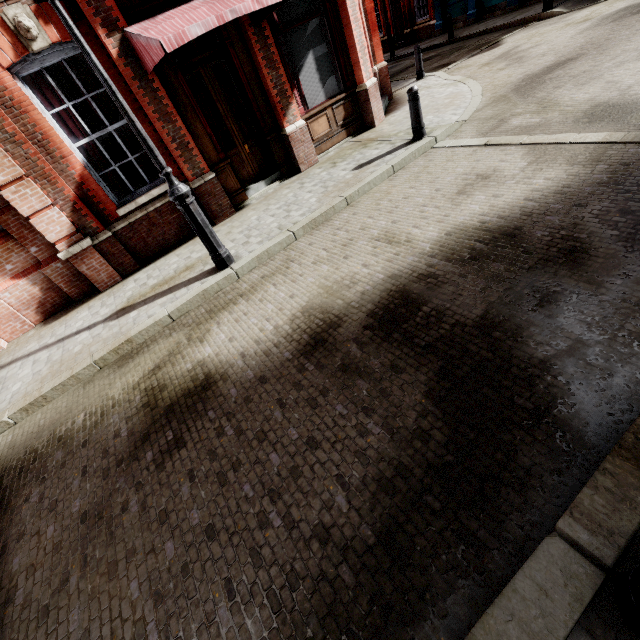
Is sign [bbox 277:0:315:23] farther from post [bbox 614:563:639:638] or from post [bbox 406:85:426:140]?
post [bbox 614:563:639:638]

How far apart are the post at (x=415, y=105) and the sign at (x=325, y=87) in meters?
2.6

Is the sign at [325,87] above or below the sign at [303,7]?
below

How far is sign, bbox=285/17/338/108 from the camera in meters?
7.4

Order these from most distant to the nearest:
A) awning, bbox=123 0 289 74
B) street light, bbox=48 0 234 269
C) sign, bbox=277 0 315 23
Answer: sign, bbox=277 0 315 23, awning, bbox=123 0 289 74, street light, bbox=48 0 234 269

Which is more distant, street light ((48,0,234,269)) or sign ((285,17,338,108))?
sign ((285,17,338,108))

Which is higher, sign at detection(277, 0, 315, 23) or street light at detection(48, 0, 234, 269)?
sign at detection(277, 0, 315, 23)

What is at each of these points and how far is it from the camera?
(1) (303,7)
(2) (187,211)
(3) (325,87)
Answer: (1) sign, 7.2m
(2) street light, 4.9m
(3) sign, 8.1m
